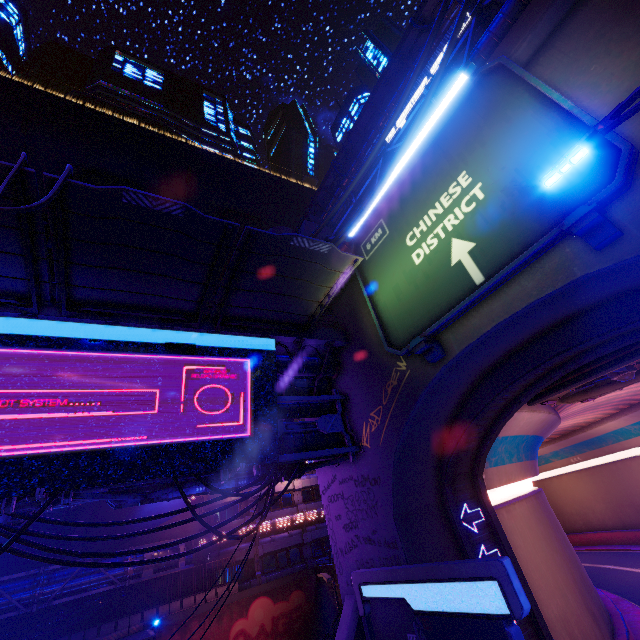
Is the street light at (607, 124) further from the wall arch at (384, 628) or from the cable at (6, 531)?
the cable at (6, 531)

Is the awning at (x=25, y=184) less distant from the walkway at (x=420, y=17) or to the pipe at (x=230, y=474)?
the pipe at (x=230, y=474)

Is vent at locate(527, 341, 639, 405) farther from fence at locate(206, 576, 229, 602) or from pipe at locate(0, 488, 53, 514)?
fence at locate(206, 576, 229, 602)

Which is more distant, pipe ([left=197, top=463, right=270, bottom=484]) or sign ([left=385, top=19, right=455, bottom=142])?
sign ([left=385, top=19, right=455, bottom=142])

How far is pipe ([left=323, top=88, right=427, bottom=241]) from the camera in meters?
12.9 m

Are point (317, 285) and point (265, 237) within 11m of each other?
yes

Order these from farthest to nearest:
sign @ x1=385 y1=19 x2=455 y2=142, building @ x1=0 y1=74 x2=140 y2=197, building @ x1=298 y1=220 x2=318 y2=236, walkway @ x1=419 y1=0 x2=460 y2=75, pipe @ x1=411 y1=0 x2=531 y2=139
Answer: building @ x1=0 y1=74 x2=140 y2=197, sign @ x1=385 y1=19 x2=455 y2=142, walkway @ x1=419 y1=0 x2=460 y2=75, building @ x1=298 y1=220 x2=318 y2=236, pipe @ x1=411 y1=0 x2=531 y2=139

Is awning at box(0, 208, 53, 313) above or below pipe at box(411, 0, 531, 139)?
below
